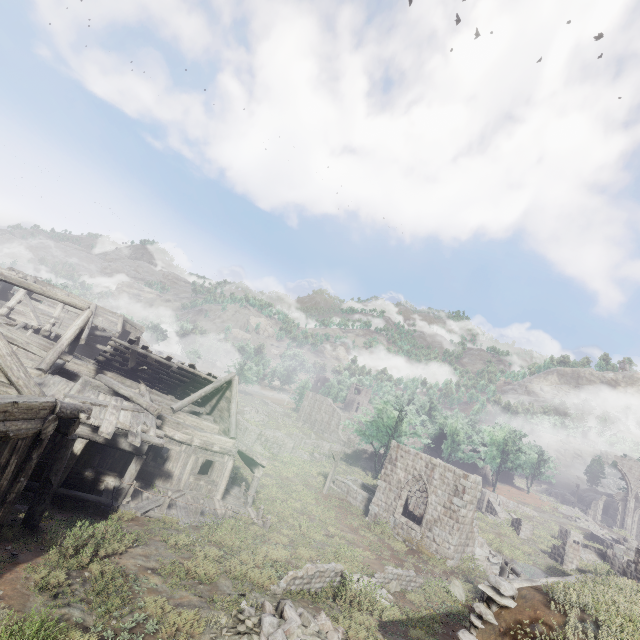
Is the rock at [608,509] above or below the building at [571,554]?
above

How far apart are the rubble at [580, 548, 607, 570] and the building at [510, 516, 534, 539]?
2.6 meters

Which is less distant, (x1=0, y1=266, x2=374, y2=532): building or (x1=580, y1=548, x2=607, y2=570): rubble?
(x1=0, y1=266, x2=374, y2=532): building

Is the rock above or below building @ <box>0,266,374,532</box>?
above

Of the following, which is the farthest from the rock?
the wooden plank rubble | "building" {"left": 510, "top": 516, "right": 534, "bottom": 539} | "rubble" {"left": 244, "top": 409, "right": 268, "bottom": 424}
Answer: the wooden plank rubble

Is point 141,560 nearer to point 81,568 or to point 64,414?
point 81,568

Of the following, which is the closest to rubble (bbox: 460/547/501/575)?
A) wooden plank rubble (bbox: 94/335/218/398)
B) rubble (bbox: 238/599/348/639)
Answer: rubble (bbox: 238/599/348/639)

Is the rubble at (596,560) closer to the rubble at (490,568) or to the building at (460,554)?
the building at (460,554)
